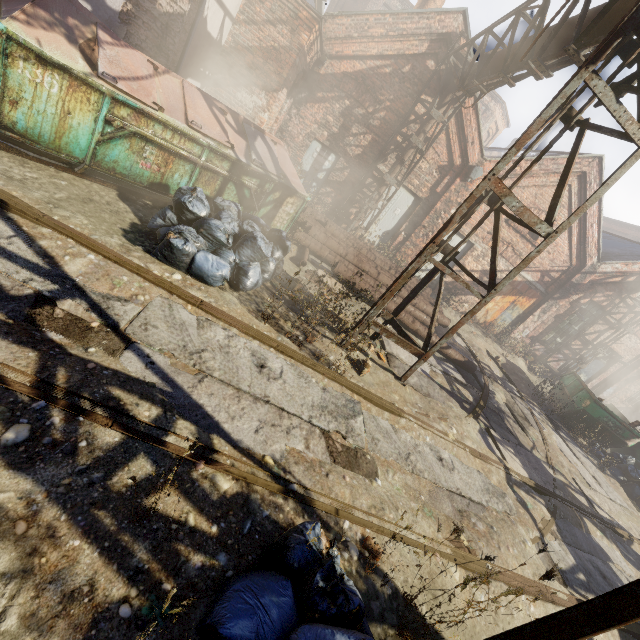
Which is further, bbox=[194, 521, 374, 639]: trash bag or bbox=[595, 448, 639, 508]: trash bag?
bbox=[595, 448, 639, 508]: trash bag

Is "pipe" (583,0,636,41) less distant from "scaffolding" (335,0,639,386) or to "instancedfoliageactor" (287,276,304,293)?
"scaffolding" (335,0,639,386)

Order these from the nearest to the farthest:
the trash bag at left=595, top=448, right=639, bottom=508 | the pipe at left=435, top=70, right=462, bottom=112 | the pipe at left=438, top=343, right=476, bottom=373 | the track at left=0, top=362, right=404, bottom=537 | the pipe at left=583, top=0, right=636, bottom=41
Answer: the track at left=0, top=362, right=404, bottom=537, the pipe at left=583, top=0, right=636, bottom=41, the pipe at left=438, top=343, right=476, bottom=373, the trash bag at left=595, top=448, right=639, bottom=508, the pipe at left=435, top=70, right=462, bottom=112

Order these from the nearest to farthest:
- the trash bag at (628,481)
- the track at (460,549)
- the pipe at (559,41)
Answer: the track at (460,549)
the pipe at (559,41)
the trash bag at (628,481)

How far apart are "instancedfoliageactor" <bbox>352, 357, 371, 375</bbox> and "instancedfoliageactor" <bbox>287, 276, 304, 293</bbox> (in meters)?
0.43

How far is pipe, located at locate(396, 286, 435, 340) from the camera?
8.4 meters

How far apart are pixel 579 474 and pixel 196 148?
10.86m

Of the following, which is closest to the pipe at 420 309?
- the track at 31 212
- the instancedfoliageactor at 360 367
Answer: the instancedfoliageactor at 360 367
